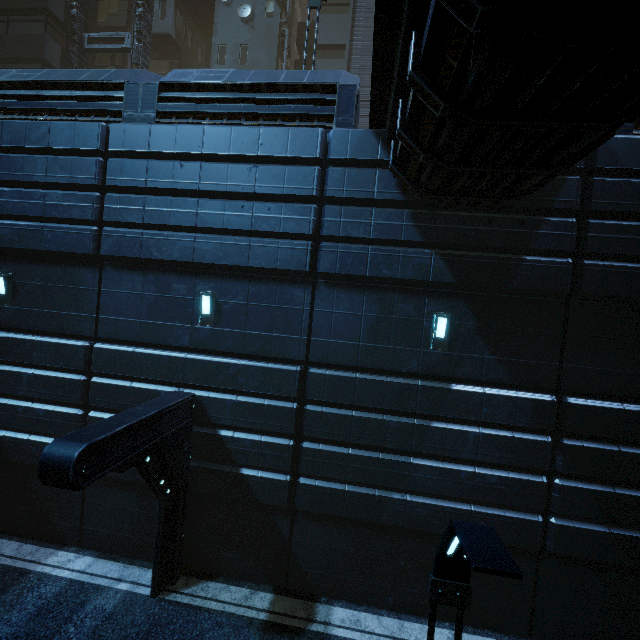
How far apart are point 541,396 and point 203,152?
10.2m

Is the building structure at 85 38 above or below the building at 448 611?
above

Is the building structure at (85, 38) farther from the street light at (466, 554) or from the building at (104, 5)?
the street light at (466, 554)

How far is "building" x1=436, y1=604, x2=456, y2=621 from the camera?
7.9m

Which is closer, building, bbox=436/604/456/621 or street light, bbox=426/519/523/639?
street light, bbox=426/519/523/639

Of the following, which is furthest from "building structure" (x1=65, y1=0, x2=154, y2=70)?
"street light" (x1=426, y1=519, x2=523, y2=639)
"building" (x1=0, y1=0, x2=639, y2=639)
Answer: "street light" (x1=426, y1=519, x2=523, y2=639)

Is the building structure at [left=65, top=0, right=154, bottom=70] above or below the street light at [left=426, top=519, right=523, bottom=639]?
above

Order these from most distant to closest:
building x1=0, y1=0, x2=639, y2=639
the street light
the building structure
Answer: the building structure, building x1=0, y1=0, x2=639, y2=639, the street light
